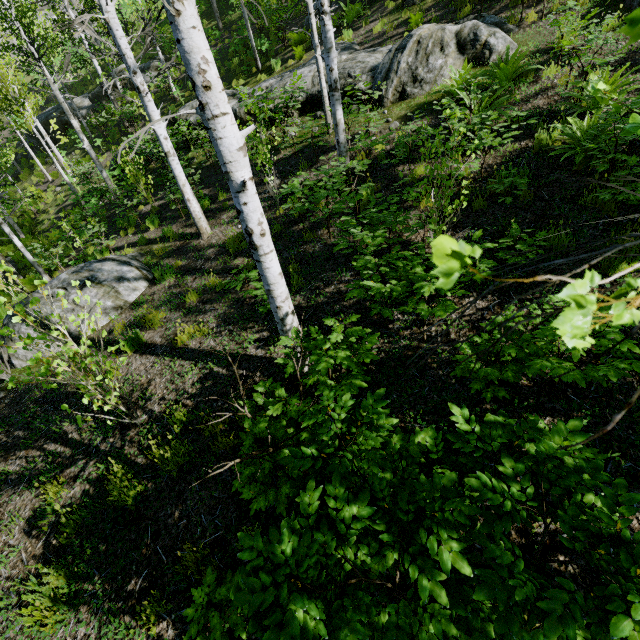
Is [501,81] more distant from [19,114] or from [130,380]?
[19,114]

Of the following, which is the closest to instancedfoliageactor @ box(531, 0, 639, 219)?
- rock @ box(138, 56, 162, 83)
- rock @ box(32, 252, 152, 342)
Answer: rock @ box(138, 56, 162, 83)

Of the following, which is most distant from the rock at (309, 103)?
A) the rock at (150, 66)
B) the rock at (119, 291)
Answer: the rock at (119, 291)

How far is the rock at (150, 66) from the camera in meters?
19.5

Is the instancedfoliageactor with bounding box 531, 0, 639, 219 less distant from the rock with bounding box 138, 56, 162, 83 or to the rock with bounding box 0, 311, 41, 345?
the rock with bounding box 138, 56, 162, 83

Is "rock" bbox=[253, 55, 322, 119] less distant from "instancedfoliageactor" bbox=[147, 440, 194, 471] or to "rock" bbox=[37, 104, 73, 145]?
"instancedfoliageactor" bbox=[147, 440, 194, 471]

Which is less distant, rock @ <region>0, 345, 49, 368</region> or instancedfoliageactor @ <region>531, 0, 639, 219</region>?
instancedfoliageactor @ <region>531, 0, 639, 219</region>

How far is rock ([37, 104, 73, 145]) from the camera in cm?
2208
